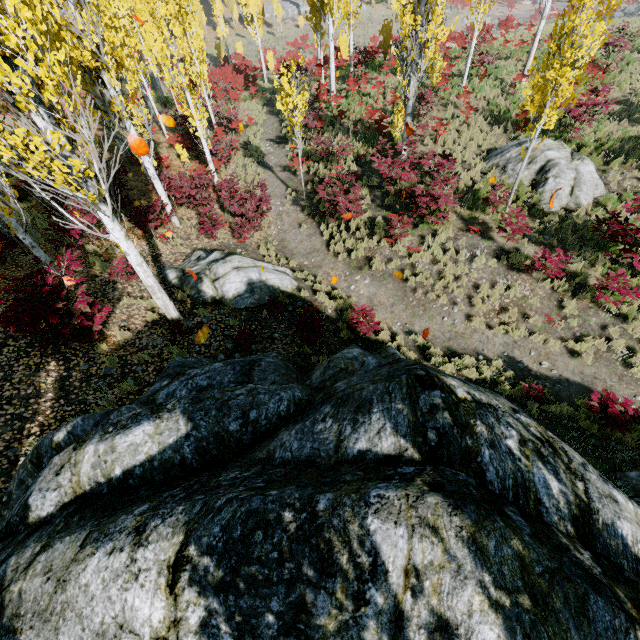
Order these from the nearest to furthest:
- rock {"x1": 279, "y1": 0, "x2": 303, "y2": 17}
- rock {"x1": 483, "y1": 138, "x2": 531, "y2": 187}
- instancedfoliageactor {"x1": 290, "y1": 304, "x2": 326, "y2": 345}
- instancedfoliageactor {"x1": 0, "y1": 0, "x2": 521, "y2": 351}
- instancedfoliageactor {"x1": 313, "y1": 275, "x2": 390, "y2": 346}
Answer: instancedfoliageactor {"x1": 0, "y1": 0, "x2": 521, "y2": 351} < instancedfoliageactor {"x1": 290, "y1": 304, "x2": 326, "y2": 345} < instancedfoliageactor {"x1": 313, "y1": 275, "x2": 390, "y2": 346} < rock {"x1": 483, "y1": 138, "x2": 531, "y2": 187} < rock {"x1": 279, "y1": 0, "x2": 303, "y2": 17}

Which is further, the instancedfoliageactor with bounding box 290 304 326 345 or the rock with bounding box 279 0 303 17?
the rock with bounding box 279 0 303 17

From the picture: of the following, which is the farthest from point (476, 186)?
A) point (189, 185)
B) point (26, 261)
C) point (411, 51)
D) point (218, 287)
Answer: point (26, 261)

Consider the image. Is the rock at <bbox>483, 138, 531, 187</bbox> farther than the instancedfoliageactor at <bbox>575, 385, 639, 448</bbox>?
Yes

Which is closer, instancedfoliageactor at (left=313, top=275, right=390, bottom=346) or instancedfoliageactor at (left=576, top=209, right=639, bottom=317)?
instancedfoliageactor at (left=576, top=209, right=639, bottom=317)

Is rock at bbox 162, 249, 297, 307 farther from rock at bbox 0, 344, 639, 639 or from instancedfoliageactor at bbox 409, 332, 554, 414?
rock at bbox 0, 344, 639, 639

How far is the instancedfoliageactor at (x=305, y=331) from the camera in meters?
8.0

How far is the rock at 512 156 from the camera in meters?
12.1
